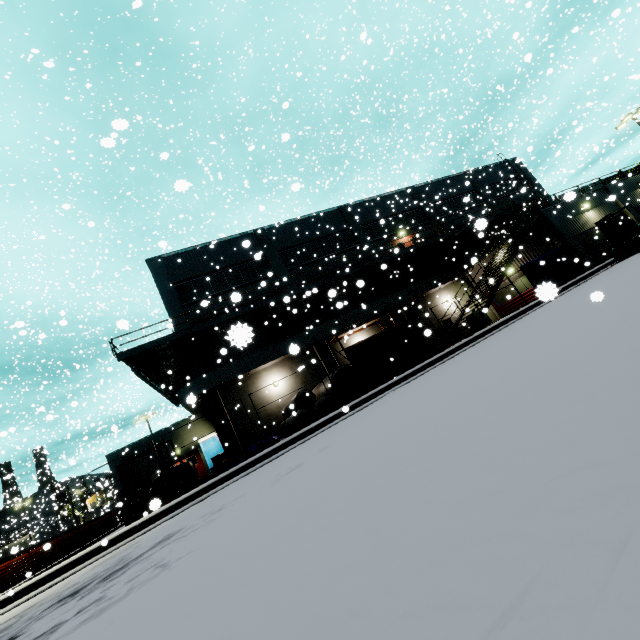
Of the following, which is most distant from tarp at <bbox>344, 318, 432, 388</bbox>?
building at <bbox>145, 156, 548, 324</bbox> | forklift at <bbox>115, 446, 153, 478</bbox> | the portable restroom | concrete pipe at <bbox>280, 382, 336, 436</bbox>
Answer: forklift at <bbox>115, 446, 153, 478</bbox>

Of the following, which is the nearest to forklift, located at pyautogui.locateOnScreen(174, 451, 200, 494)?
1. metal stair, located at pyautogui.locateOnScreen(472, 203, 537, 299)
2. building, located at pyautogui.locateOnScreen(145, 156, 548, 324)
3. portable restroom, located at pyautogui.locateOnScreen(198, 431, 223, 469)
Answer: building, located at pyautogui.locateOnScreen(145, 156, 548, 324)

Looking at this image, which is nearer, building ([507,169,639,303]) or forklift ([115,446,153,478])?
forklift ([115,446,153,478])

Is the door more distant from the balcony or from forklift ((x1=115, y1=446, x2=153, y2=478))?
forklift ((x1=115, y1=446, x2=153, y2=478))

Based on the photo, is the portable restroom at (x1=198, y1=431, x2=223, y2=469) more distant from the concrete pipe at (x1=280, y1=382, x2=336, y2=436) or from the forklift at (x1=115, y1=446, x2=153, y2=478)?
the concrete pipe at (x1=280, y1=382, x2=336, y2=436)

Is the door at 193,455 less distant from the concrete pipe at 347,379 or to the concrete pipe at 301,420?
the concrete pipe at 301,420

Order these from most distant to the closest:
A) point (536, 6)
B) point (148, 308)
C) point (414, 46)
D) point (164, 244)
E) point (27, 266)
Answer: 1. point (148, 308)
2. point (536, 6)
3. point (27, 266)
4. point (414, 46)
5. point (164, 244)

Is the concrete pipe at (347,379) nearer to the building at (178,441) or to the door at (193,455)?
the building at (178,441)
